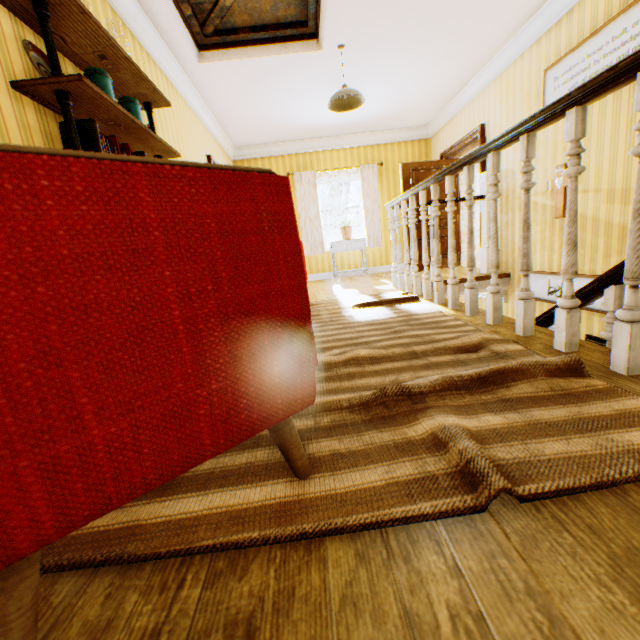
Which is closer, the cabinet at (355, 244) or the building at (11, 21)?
the building at (11, 21)

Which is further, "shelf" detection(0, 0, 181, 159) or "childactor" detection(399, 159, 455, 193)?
"childactor" detection(399, 159, 455, 193)

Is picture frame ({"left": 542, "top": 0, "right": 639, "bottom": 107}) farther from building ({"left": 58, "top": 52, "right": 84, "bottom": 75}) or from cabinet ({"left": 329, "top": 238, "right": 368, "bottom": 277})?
cabinet ({"left": 329, "top": 238, "right": 368, "bottom": 277})

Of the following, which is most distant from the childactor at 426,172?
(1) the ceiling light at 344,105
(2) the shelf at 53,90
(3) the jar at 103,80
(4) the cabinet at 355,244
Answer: (3) the jar at 103,80

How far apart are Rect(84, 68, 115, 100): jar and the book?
0.23m

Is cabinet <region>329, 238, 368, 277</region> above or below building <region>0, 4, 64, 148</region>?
below

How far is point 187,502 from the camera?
0.9 meters

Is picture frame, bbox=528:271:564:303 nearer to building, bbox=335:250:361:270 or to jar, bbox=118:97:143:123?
building, bbox=335:250:361:270
